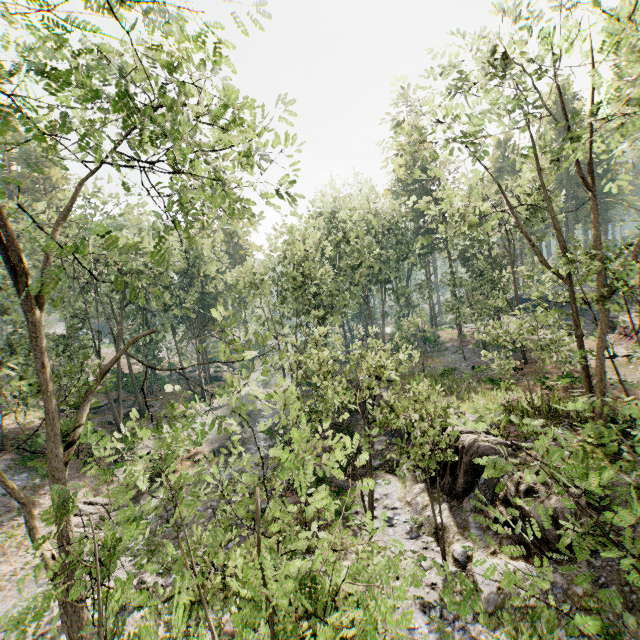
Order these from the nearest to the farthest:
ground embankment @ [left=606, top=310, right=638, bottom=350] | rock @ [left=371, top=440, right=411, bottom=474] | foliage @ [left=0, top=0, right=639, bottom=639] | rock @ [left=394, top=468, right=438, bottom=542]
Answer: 1. foliage @ [left=0, top=0, right=639, bottom=639]
2. rock @ [left=394, top=468, right=438, bottom=542]
3. rock @ [left=371, top=440, right=411, bottom=474]
4. ground embankment @ [left=606, top=310, right=638, bottom=350]

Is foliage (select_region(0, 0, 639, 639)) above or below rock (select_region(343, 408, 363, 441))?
above

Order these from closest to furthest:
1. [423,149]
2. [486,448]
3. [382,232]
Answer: [486,448] < [382,232] < [423,149]

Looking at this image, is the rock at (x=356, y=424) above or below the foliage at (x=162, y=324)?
below

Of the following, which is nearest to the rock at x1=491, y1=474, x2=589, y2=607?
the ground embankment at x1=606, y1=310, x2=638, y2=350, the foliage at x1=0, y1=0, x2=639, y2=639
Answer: the foliage at x1=0, y1=0, x2=639, y2=639

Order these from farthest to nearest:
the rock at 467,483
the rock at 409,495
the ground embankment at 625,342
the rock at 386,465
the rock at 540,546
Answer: the ground embankment at 625,342 < the rock at 386,465 < the rock at 409,495 < the rock at 467,483 < the rock at 540,546
